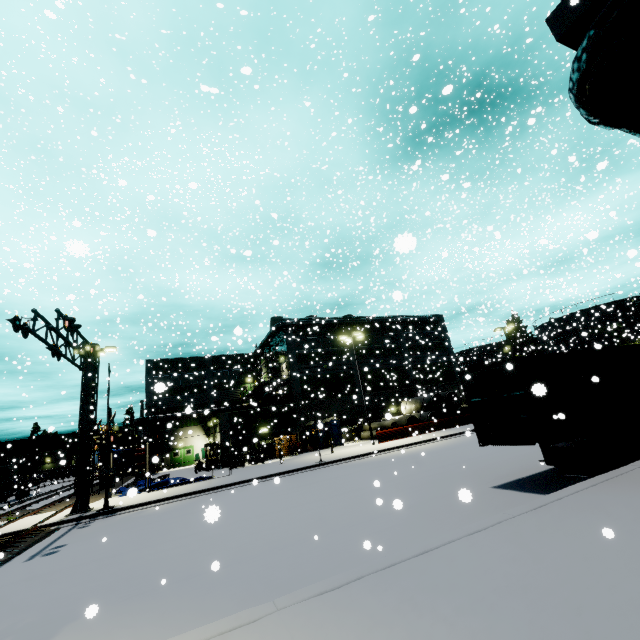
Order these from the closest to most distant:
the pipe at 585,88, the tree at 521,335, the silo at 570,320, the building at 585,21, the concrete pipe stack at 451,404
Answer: the pipe at 585,88
the building at 585,21
the concrete pipe stack at 451,404
the silo at 570,320
the tree at 521,335

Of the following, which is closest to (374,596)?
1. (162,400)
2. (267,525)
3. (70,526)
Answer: (267,525)

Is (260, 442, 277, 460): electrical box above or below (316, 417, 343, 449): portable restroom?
below

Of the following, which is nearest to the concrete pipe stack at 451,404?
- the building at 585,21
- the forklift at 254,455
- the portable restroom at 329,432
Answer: the building at 585,21

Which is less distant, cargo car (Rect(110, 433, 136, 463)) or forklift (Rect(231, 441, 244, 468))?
forklift (Rect(231, 441, 244, 468))

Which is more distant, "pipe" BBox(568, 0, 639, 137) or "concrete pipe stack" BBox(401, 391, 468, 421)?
"concrete pipe stack" BBox(401, 391, 468, 421)

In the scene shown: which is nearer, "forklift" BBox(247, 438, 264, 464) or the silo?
"forklift" BBox(247, 438, 264, 464)

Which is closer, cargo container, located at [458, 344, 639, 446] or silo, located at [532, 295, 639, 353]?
cargo container, located at [458, 344, 639, 446]
